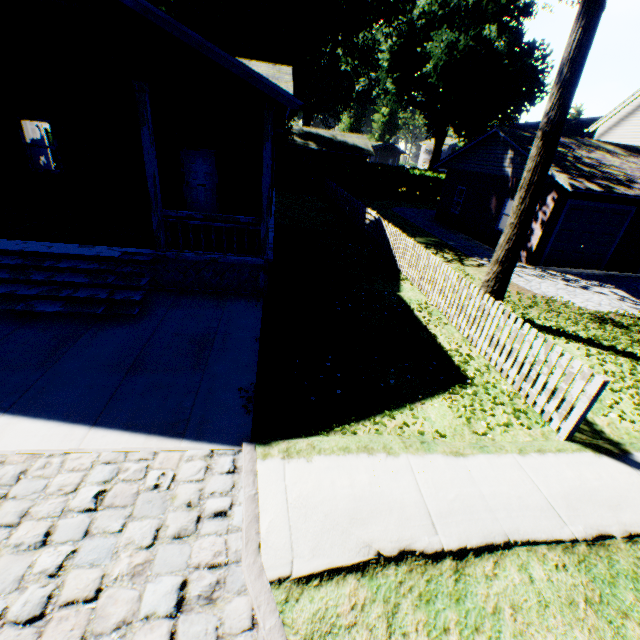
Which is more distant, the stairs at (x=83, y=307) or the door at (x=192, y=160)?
the door at (x=192, y=160)

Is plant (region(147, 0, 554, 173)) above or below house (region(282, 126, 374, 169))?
above

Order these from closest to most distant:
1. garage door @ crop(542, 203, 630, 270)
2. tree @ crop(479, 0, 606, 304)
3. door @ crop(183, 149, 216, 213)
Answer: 1. tree @ crop(479, 0, 606, 304)
2. door @ crop(183, 149, 216, 213)
3. garage door @ crop(542, 203, 630, 270)

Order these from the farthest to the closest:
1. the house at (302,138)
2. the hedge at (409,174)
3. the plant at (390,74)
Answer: the house at (302,138) → the hedge at (409,174) → the plant at (390,74)

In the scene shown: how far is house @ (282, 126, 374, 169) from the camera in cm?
3884

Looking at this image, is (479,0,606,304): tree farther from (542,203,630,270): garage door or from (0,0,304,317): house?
(542,203,630,270): garage door

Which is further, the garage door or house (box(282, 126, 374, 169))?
house (box(282, 126, 374, 169))

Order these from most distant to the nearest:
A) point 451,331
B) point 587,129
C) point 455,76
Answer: point 587,129 → point 455,76 → point 451,331
